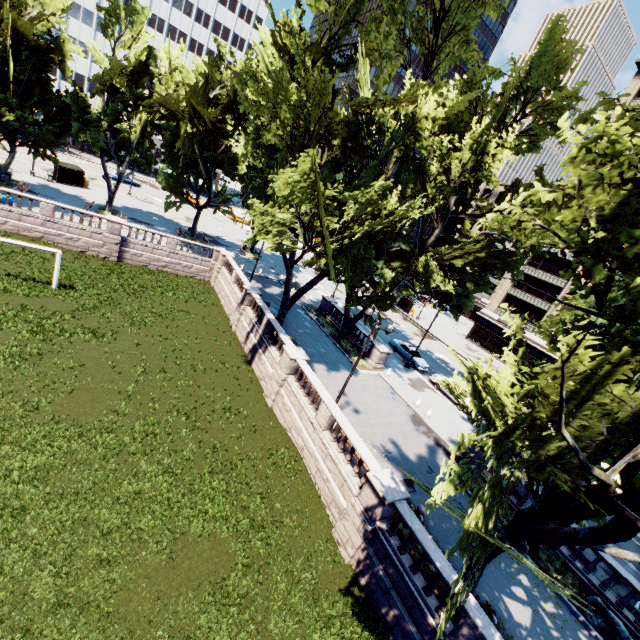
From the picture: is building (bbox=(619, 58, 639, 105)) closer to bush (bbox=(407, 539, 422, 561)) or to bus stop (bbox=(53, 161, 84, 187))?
bush (bbox=(407, 539, 422, 561))

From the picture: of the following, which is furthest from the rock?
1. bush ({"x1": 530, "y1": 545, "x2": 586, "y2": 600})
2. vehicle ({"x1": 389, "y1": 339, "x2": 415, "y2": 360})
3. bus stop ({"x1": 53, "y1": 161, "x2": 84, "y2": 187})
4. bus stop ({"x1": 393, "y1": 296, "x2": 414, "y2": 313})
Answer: bus stop ({"x1": 53, "y1": 161, "x2": 84, "y2": 187})

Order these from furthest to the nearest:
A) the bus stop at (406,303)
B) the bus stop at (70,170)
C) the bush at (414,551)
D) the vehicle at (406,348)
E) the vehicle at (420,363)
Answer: the bus stop at (406,303), the bus stop at (70,170), the vehicle at (406,348), the vehicle at (420,363), the bush at (414,551)

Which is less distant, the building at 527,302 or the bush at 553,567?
the bush at 553,567

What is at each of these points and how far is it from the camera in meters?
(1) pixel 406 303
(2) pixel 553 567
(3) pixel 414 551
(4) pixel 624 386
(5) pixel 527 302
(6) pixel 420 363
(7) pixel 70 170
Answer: (1) bus stop, 57.0 m
(2) bush, 15.5 m
(3) bush, 13.5 m
(4) tree, 5.8 m
(5) building, 50.6 m
(6) vehicle, 33.3 m
(7) bus stop, 42.1 m

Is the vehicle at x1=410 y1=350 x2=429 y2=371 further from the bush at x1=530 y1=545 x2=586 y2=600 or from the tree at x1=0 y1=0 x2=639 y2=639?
the bush at x1=530 y1=545 x2=586 y2=600

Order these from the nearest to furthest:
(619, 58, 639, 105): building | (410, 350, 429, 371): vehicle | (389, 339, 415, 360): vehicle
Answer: (410, 350, 429, 371): vehicle < (389, 339, 415, 360): vehicle < (619, 58, 639, 105): building

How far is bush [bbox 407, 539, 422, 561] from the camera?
13.2 meters
